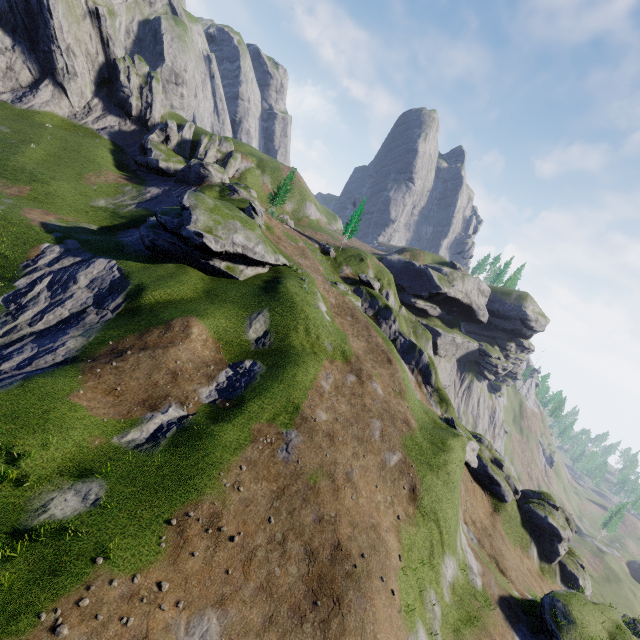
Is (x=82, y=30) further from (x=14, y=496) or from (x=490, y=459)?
(x=490, y=459)
